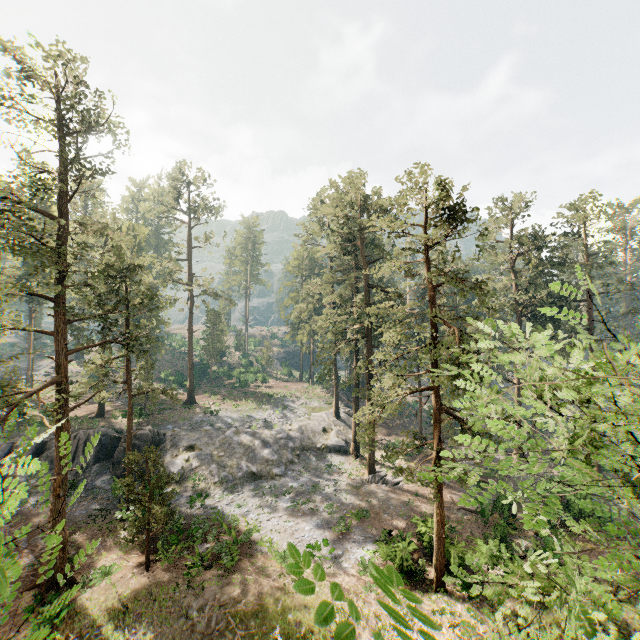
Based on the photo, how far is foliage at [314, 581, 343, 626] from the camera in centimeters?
155cm

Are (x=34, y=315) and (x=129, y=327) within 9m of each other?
no

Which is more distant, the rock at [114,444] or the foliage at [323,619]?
the rock at [114,444]

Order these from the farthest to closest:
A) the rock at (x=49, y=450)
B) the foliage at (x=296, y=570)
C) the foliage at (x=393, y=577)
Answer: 1. the rock at (x=49, y=450)
2. the foliage at (x=296, y=570)
3. the foliage at (x=393, y=577)

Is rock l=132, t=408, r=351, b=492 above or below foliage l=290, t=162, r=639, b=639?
below

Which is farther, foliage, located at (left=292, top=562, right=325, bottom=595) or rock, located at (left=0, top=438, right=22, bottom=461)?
rock, located at (left=0, top=438, right=22, bottom=461)

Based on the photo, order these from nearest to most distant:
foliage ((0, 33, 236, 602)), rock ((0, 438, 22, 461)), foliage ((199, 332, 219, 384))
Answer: foliage ((0, 33, 236, 602))
rock ((0, 438, 22, 461))
foliage ((199, 332, 219, 384))

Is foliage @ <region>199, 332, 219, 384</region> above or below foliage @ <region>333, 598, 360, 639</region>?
below
